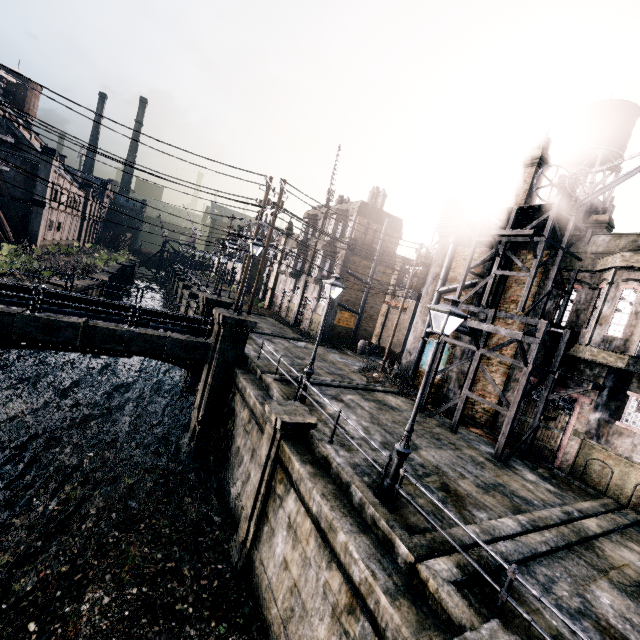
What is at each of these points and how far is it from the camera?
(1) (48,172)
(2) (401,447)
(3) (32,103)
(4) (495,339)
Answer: (1) building, 38.1m
(2) street light, 8.7m
(3) water tower, 58.3m
(4) building, 19.1m

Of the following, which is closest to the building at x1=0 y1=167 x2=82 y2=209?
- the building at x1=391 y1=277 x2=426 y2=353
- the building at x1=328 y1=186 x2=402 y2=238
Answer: the building at x1=328 y1=186 x2=402 y2=238

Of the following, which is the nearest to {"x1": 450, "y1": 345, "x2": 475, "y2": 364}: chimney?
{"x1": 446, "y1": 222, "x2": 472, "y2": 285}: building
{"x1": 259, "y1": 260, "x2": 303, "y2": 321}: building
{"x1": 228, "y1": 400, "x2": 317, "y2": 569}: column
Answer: {"x1": 446, "y1": 222, "x2": 472, "y2": 285}: building

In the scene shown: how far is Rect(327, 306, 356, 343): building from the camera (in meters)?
31.70

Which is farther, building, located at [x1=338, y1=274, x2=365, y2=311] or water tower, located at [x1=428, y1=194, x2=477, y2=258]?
water tower, located at [x1=428, y1=194, x2=477, y2=258]

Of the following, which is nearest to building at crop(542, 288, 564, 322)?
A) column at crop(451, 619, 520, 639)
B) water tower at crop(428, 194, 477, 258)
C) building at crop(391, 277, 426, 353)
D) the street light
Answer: the street light

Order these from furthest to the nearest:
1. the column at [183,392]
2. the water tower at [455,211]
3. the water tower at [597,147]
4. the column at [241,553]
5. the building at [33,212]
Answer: the water tower at [455,211], the building at [33,212], the column at [183,392], the water tower at [597,147], the column at [241,553]

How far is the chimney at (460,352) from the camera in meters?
19.5 m
